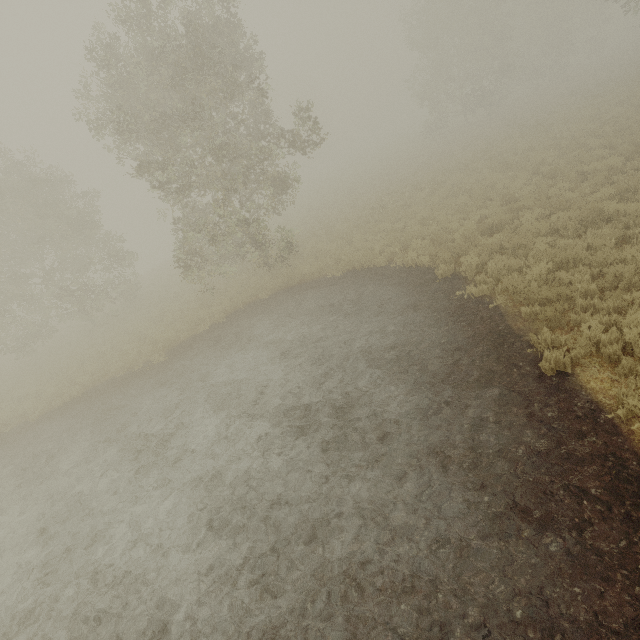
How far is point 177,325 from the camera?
15.5 meters
